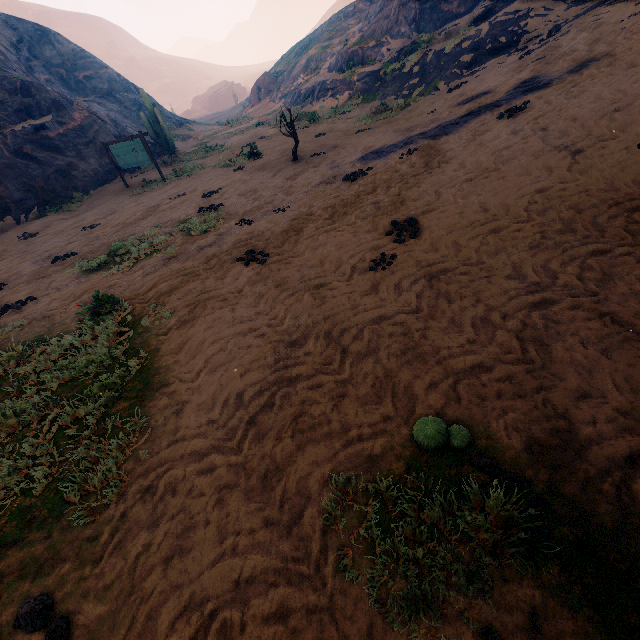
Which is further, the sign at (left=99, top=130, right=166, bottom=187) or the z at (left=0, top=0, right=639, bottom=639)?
the sign at (left=99, top=130, right=166, bottom=187)

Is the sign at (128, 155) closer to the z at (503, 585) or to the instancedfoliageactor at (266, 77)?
the z at (503, 585)

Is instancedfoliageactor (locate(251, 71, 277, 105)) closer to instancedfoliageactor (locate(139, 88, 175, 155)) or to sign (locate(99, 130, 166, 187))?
instancedfoliageactor (locate(139, 88, 175, 155))

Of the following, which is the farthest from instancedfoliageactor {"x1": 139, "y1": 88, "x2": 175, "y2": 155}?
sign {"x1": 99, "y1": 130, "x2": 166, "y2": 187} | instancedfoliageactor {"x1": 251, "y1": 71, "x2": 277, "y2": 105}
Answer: instancedfoliageactor {"x1": 251, "y1": 71, "x2": 277, "y2": 105}

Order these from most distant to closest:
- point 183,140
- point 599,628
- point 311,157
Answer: point 183,140 < point 311,157 < point 599,628

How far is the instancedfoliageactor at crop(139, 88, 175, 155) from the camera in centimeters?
2161cm

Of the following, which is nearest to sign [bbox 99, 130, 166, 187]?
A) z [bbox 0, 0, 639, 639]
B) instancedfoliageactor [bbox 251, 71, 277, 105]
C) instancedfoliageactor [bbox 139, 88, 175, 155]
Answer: z [bbox 0, 0, 639, 639]

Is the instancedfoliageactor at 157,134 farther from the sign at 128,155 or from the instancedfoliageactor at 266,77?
the instancedfoliageactor at 266,77
